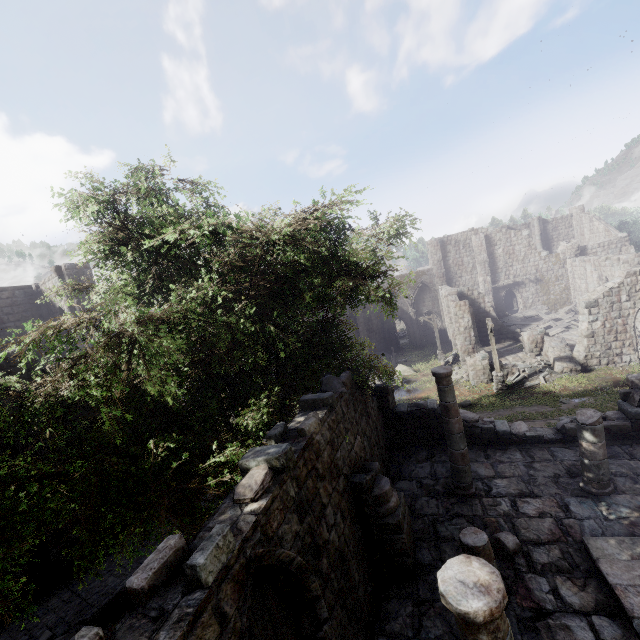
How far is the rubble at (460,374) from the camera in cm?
2402

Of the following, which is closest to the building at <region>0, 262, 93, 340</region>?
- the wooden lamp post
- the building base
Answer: the building base

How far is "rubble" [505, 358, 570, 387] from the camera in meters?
20.4

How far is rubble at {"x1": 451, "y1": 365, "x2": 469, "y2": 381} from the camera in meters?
24.0 m

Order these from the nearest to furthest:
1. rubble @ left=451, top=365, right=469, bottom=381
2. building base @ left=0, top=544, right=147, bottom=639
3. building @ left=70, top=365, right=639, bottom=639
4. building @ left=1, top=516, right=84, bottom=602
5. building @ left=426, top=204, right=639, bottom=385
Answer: building @ left=70, top=365, right=639, bottom=639 < building base @ left=0, top=544, right=147, bottom=639 < building @ left=1, top=516, right=84, bottom=602 < building @ left=426, top=204, right=639, bottom=385 < rubble @ left=451, top=365, right=469, bottom=381

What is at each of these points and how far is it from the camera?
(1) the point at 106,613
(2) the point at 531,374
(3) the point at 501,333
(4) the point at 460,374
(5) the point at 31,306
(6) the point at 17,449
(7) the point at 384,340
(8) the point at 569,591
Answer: (1) building base, 10.6m
(2) rubble, 21.2m
(3) building, 31.0m
(4) rubble, 24.8m
(5) building, 20.1m
(6) building, 11.7m
(7) building, 42.8m
(8) building, 6.6m

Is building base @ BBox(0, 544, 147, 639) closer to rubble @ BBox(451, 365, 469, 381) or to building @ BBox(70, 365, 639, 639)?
building @ BBox(70, 365, 639, 639)

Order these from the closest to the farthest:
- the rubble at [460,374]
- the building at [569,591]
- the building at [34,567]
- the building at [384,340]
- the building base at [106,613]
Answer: the building at [569,591], the building base at [106,613], the building at [34,567], the rubble at [460,374], the building at [384,340]
